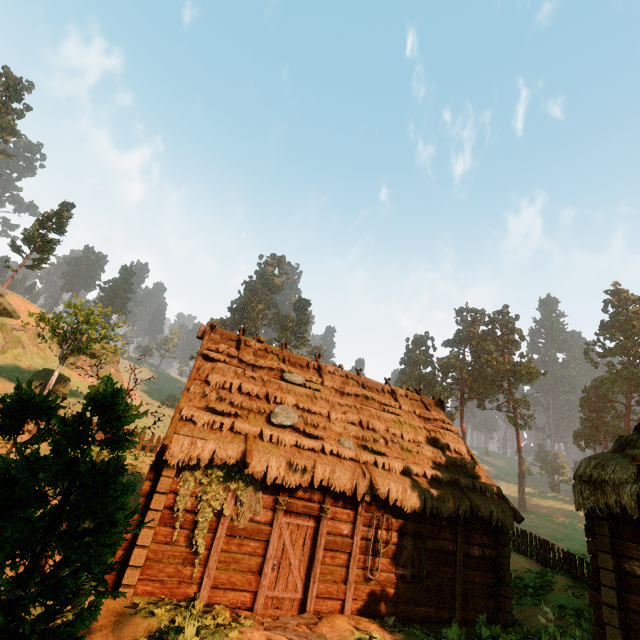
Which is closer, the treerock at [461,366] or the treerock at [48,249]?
the treerock at [48,249]

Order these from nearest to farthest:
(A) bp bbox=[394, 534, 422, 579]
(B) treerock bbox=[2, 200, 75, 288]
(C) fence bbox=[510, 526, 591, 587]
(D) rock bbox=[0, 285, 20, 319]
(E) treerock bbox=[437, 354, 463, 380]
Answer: (A) bp bbox=[394, 534, 422, 579]
(C) fence bbox=[510, 526, 591, 587]
(D) rock bbox=[0, 285, 20, 319]
(B) treerock bbox=[2, 200, 75, 288]
(E) treerock bbox=[437, 354, 463, 380]

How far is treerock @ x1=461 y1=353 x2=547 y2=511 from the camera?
52.97m

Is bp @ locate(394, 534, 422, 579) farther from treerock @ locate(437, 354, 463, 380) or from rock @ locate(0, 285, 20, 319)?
rock @ locate(0, 285, 20, 319)

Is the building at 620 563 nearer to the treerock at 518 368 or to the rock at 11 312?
the treerock at 518 368

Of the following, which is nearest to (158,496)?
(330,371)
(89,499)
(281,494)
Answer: (281,494)

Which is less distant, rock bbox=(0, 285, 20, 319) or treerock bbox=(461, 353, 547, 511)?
rock bbox=(0, 285, 20, 319)
